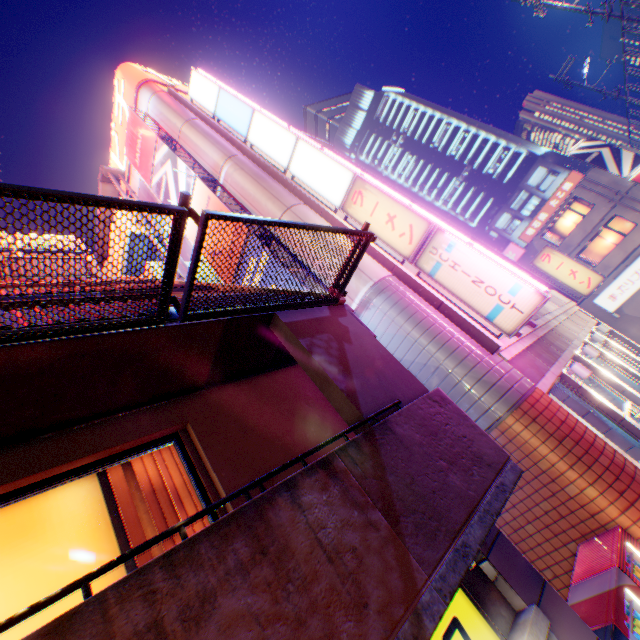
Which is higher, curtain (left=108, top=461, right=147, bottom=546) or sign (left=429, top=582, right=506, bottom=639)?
curtain (left=108, top=461, right=147, bottom=546)

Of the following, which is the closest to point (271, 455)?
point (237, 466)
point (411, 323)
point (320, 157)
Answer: point (237, 466)

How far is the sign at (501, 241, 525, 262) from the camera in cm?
2784

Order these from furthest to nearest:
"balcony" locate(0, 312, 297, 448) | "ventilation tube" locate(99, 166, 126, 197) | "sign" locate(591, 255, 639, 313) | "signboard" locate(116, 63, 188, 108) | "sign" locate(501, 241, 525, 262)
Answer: "sign" locate(501, 241, 525, 262)
"sign" locate(591, 255, 639, 313)
"signboard" locate(116, 63, 188, 108)
"ventilation tube" locate(99, 166, 126, 197)
"balcony" locate(0, 312, 297, 448)

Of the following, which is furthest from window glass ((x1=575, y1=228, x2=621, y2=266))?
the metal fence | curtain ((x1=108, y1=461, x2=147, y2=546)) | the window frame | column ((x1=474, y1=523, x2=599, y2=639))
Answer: curtain ((x1=108, y1=461, x2=147, y2=546))

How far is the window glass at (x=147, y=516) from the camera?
3.39m

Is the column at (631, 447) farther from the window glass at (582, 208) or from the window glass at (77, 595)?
the window glass at (582, 208)

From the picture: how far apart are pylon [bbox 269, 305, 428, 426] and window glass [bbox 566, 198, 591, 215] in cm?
2957
